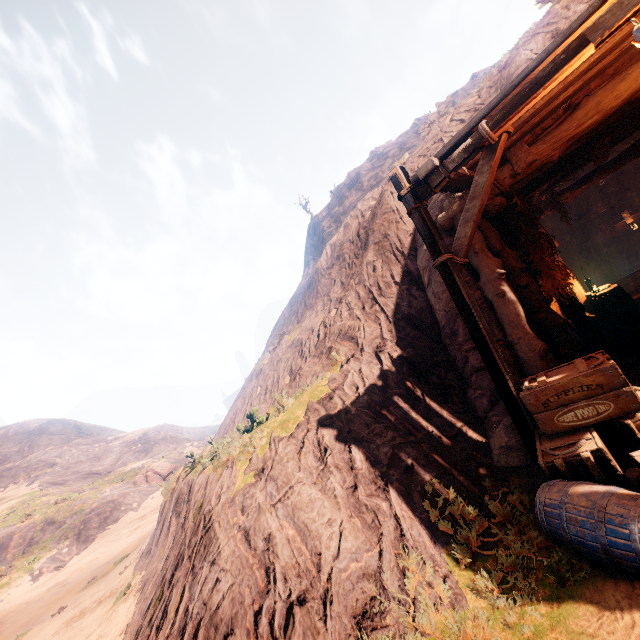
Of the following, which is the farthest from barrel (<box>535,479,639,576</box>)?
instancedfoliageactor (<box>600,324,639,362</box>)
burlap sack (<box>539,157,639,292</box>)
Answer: burlap sack (<box>539,157,639,292</box>)

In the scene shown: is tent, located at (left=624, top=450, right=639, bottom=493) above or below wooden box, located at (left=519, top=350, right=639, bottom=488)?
below

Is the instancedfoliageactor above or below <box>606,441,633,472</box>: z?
above

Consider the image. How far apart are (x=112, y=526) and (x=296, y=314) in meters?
27.2 m

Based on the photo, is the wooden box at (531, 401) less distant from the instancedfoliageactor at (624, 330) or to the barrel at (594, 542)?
the barrel at (594, 542)

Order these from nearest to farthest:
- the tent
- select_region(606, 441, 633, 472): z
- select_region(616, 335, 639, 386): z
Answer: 1. the tent
2. select_region(606, 441, 633, 472): z
3. select_region(616, 335, 639, 386): z

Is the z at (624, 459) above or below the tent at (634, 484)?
below

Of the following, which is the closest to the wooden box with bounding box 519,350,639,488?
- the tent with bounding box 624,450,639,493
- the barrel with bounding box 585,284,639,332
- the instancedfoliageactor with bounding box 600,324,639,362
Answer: the tent with bounding box 624,450,639,493
